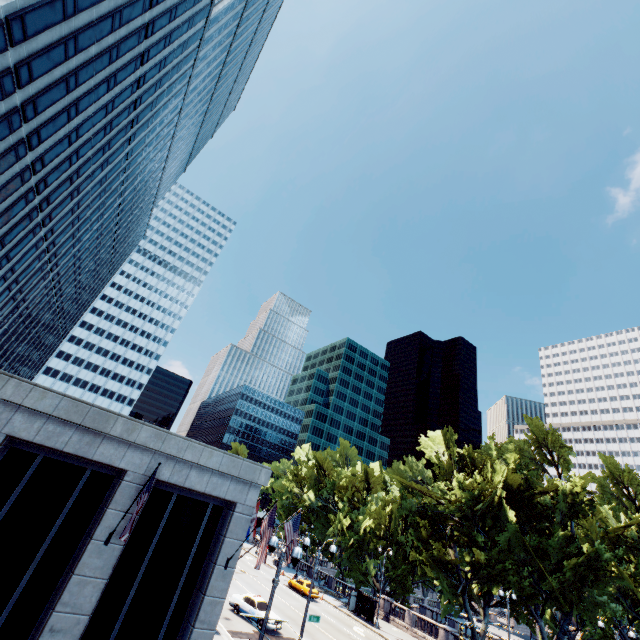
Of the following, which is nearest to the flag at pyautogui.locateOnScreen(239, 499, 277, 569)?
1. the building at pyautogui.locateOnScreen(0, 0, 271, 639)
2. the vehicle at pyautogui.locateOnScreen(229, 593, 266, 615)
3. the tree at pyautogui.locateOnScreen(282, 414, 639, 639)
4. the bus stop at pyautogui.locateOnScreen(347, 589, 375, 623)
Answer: the building at pyautogui.locateOnScreen(0, 0, 271, 639)

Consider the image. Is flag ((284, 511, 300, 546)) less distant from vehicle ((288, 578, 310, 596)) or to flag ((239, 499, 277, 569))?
flag ((239, 499, 277, 569))

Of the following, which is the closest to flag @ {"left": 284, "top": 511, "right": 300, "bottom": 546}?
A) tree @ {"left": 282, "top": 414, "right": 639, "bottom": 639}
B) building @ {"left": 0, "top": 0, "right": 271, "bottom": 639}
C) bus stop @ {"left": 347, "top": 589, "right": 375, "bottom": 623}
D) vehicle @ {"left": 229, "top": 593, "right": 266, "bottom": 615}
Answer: building @ {"left": 0, "top": 0, "right": 271, "bottom": 639}

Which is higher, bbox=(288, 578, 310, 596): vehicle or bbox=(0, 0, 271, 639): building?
bbox=(0, 0, 271, 639): building

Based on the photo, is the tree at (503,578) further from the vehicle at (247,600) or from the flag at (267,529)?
the flag at (267,529)

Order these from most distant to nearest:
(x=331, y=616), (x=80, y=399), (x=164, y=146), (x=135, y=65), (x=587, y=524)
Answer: (x=164, y=146), (x=587, y=524), (x=331, y=616), (x=135, y=65), (x=80, y=399)

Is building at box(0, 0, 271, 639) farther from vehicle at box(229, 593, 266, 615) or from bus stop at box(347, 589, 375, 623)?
bus stop at box(347, 589, 375, 623)

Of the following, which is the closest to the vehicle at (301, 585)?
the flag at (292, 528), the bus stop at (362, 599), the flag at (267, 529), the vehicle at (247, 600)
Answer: the bus stop at (362, 599)
